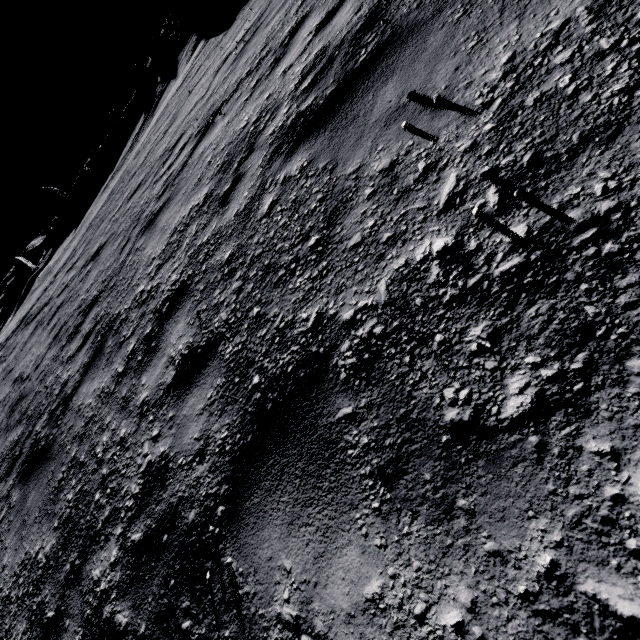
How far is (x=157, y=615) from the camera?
1.8 meters

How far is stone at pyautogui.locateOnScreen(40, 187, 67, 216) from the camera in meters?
45.8 m

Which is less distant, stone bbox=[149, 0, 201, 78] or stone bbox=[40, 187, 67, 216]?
stone bbox=[149, 0, 201, 78]

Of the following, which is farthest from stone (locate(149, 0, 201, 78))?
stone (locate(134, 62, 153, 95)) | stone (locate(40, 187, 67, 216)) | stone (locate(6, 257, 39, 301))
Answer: stone (locate(6, 257, 39, 301))

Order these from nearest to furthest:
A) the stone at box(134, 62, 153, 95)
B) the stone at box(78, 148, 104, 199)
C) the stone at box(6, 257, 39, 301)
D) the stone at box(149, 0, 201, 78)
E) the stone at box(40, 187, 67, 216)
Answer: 1. the stone at box(149, 0, 201, 78)
2. the stone at box(6, 257, 39, 301)
3. the stone at box(134, 62, 153, 95)
4. the stone at box(78, 148, 104, 199)
5. the stone at box(40, 187, 67, 216)

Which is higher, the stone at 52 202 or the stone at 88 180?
the stone at 52 202

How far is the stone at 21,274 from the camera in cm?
3684

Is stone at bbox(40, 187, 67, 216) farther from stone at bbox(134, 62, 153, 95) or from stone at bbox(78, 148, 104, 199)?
stone at bbox(134, 62, 153, 95)
